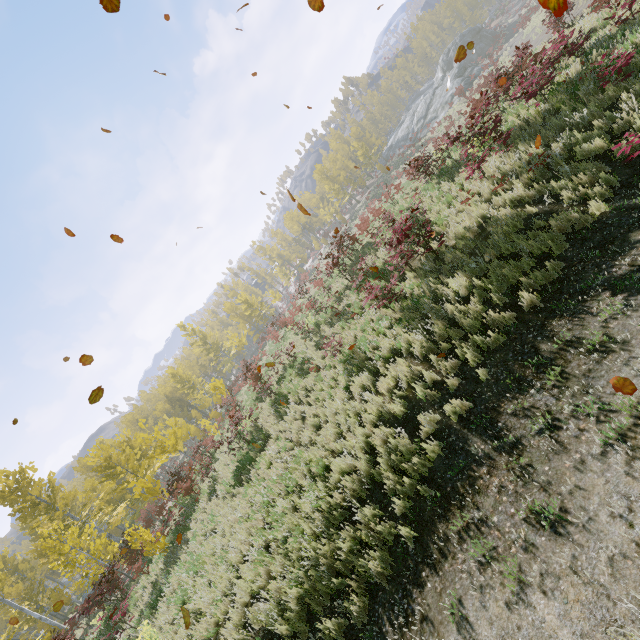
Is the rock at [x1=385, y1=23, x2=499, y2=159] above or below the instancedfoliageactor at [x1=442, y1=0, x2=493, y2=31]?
below

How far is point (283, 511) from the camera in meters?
7.5

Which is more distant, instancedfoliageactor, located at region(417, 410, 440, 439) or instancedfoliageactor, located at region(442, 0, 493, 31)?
instancedfoliageactor, located at region(442, 0, 493, 31)

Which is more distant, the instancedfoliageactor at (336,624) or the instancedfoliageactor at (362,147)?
the instancedfoliageactor at (362,147)

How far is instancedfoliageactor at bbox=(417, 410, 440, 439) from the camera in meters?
5.9

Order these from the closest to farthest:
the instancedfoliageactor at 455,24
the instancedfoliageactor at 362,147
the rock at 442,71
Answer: the rock at 442,71, the instancedfoliageactor at 362,147, the instancedfoliageactor at 455,24
